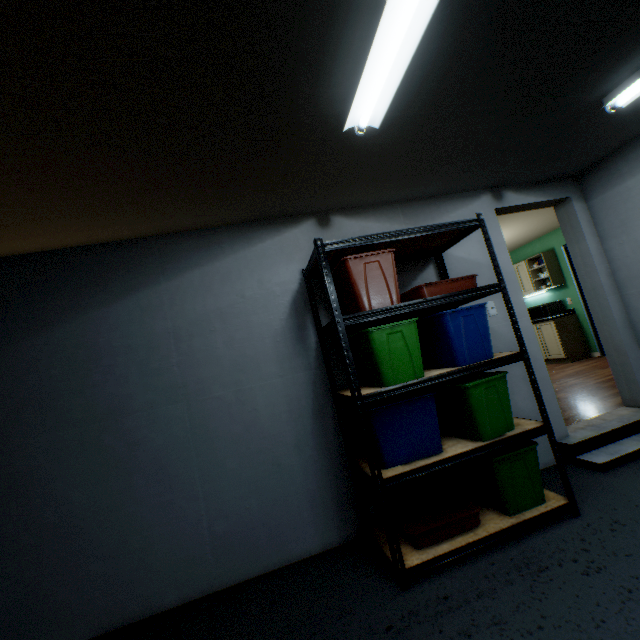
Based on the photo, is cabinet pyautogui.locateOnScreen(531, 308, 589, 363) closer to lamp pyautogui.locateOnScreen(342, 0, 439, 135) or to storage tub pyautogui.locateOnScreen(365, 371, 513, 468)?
storage tub pyautogui.locateOnScreen(365, 371, 513, 468)

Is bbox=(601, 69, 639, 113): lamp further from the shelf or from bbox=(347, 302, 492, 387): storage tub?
bbox=(347, 302, 492, 387): storage tub

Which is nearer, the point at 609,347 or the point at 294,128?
the point at 294,128

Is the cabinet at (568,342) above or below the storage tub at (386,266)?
below

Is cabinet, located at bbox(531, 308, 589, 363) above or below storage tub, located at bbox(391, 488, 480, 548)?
above

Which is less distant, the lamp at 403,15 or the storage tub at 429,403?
the lamp at 403,15

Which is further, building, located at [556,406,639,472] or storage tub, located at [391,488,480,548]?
building, located at [556,406,639,472]

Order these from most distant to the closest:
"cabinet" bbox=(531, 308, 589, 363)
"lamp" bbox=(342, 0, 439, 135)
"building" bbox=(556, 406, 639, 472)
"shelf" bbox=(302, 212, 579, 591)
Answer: "cabinet" bbox=(531, 308, 589, 363), "building" bbox=(556, 406, 639, 472), "shelf" bbox=(302, 212, 579, 591), "lamp" bbox=(342, 0, 439, 135)
